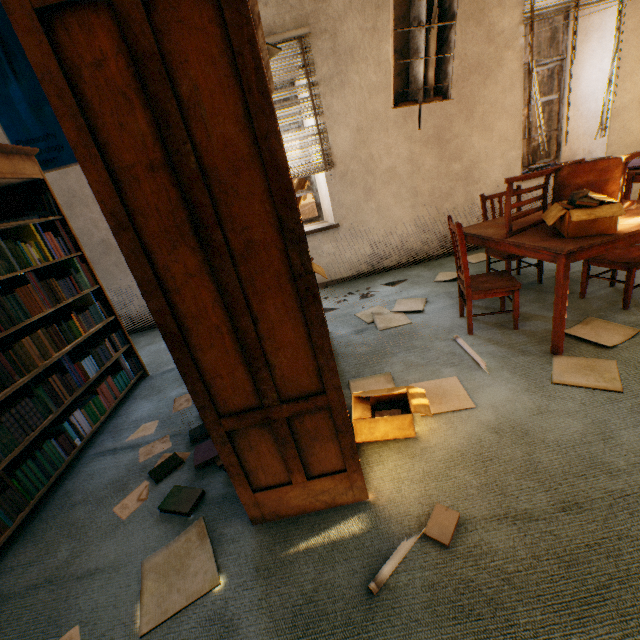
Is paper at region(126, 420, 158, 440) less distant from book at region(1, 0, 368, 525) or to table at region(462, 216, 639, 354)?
book at region(1, 0, 368, 525)

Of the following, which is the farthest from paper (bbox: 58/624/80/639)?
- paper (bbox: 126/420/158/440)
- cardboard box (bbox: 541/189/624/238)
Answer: cardboard box (bbox: 541/189/624/238)

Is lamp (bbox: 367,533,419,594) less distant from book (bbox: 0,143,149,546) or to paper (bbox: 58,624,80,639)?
paper (bbox: 58,624,80,639)

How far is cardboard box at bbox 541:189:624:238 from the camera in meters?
1.9 m

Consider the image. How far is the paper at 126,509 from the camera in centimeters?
187cm

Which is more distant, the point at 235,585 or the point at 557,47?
the point at 557,47

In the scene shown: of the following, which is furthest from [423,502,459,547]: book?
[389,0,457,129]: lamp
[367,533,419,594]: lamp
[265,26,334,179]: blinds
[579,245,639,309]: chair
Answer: [265,26,334,179]: blinds

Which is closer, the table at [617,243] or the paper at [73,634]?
the paper at [73,634]
